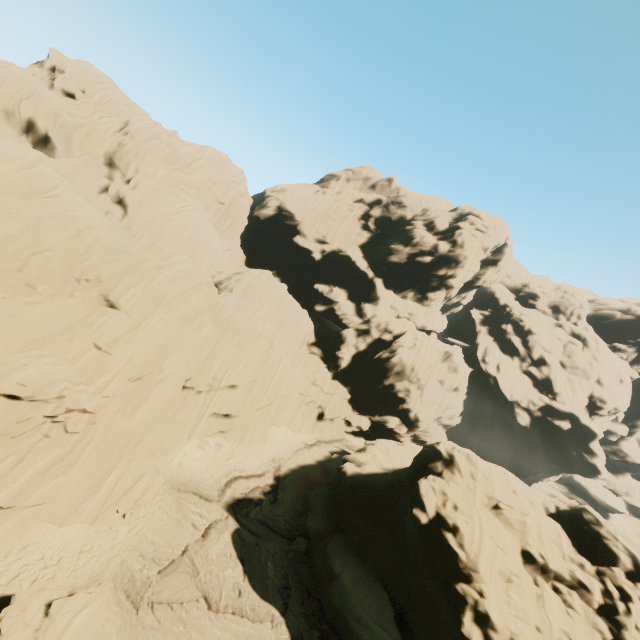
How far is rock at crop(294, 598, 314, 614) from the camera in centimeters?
1733cm

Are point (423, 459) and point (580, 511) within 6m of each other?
no

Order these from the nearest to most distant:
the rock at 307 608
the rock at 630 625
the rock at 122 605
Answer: the rock at 122 605
the rock at 630 625
the rock at 307 608

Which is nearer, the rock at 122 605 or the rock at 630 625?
the rock at 122 605

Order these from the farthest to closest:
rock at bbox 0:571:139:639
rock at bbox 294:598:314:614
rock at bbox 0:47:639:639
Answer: rock at bbox 294:598:314:614 → rock at bbox 0:47:639:639 → rock at bbox 0:571:139:639

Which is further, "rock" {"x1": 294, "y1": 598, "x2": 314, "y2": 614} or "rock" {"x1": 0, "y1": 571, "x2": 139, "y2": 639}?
"rock" {"x1": 294, "y1": 598, "x2": 314, "y2": 614}
